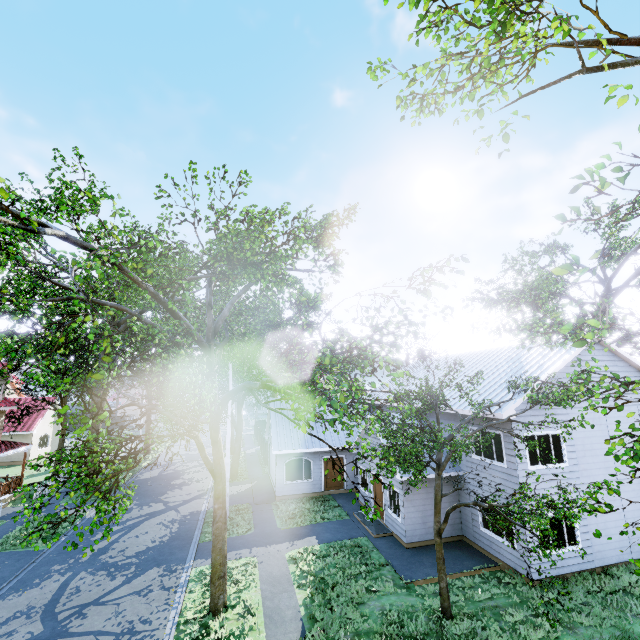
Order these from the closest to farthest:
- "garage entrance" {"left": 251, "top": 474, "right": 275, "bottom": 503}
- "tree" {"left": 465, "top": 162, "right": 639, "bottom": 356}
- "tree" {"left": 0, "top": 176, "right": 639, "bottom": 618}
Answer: "tree" {"left": 465, "top": 162, "right": 639, "bottom": 356}, "tree" {"left": 0, "top": 176, "right": 639, "bottom": 618}, "garage entrance" {"left": 251, "top": 474, "right": 275, "bottom": 503}

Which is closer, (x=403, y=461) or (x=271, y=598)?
(x=271, y=598)

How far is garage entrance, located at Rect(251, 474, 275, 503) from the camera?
21.1 meters

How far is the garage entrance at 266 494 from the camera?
21.1m

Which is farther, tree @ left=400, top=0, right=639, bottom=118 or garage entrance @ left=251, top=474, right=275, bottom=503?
garage entrance @ left=251, top=474, right=275, bottom=503

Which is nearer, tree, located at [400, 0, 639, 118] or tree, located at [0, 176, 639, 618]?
tree, located at [400, 0, 639, 118]

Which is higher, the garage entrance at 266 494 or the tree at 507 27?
the tree at 507 27
